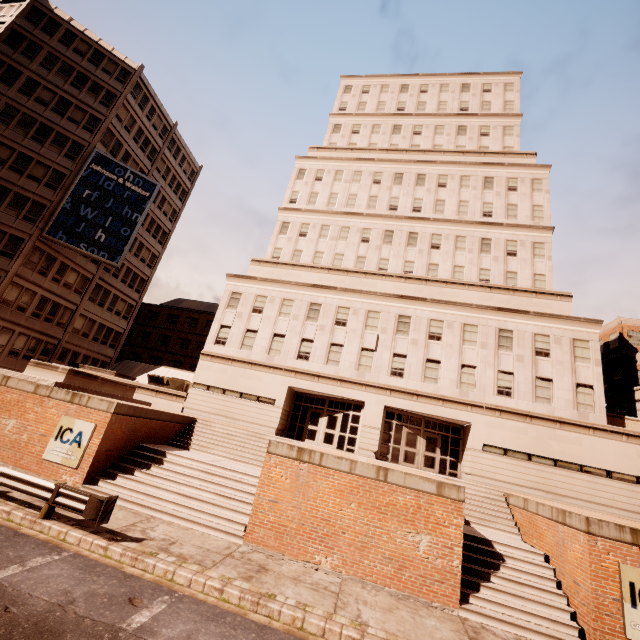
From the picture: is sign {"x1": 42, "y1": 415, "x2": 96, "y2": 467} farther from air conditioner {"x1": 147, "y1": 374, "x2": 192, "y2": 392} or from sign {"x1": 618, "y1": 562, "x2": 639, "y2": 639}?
sign {"x1": 618, "y1": 562, "x2": 639, "y2": 639}

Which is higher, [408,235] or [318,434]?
[408,235]

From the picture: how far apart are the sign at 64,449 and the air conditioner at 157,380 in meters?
12.7

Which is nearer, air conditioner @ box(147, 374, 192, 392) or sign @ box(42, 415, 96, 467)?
sign @ box(42, 415, 96, 467)

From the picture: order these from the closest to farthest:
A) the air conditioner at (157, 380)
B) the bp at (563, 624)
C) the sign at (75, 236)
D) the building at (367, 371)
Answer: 1. the bp at (563, 624)
2. the building at (367, 371)
3. the air conditioner at (157, 380)
4. the sign at (75, 236)

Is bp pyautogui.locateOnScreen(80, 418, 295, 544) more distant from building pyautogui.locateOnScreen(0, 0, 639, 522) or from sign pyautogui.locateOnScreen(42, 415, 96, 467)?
building pyautogui.locateOnScreen(0, 0, 639, 522)

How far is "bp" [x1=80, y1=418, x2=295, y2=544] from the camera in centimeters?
1179cm

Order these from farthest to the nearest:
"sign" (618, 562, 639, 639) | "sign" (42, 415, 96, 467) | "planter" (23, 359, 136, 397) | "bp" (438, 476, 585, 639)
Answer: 1. "planter" (23, 359, 136, 397)
2. "sign" (42, 415, 96, 467)
3. "bp" (438, 476, 585, 639)
4. "sign" (618, 562, 639, 639)
